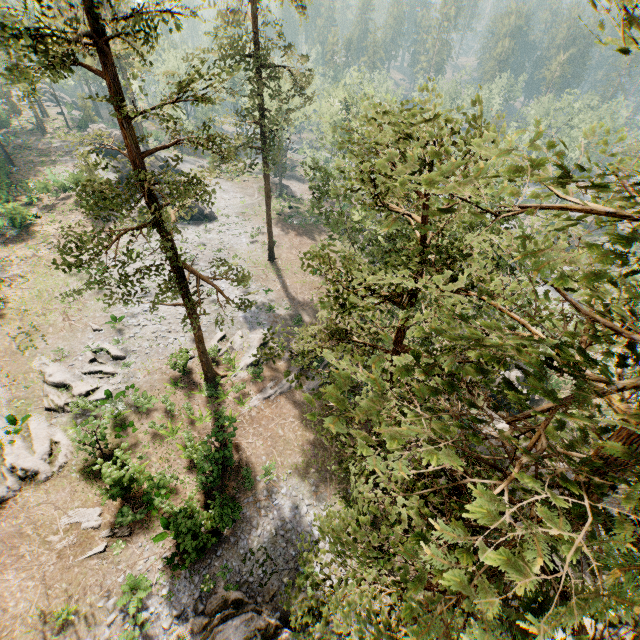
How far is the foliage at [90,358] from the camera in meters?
23.6

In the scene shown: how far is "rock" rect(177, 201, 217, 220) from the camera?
42.72m

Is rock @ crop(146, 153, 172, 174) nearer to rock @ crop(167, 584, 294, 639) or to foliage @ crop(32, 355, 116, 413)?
foliage @ crop(32, 355, 116, 413)

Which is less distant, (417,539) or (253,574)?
(417,539)

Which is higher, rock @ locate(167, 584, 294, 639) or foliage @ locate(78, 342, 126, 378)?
foliage @ locate(78, 342, 126, 378)

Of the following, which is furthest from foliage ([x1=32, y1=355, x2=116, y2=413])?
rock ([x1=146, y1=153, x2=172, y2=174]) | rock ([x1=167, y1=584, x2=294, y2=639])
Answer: rock ([x1=167, y1=584, x2=294, y2=639])

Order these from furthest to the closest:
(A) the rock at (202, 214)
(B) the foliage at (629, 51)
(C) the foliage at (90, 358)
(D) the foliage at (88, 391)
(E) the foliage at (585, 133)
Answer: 1. (A) the rock at (202, 214)
2. (C) the foliage at (90, 358)
3. (D) the foliage at (88, 391)
4. (E) the foliage at (585, 133)
5. (B) the foliage at (629, 51)

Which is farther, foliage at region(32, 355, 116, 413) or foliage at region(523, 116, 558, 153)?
foliage at region(32, 355, 116, 413)
